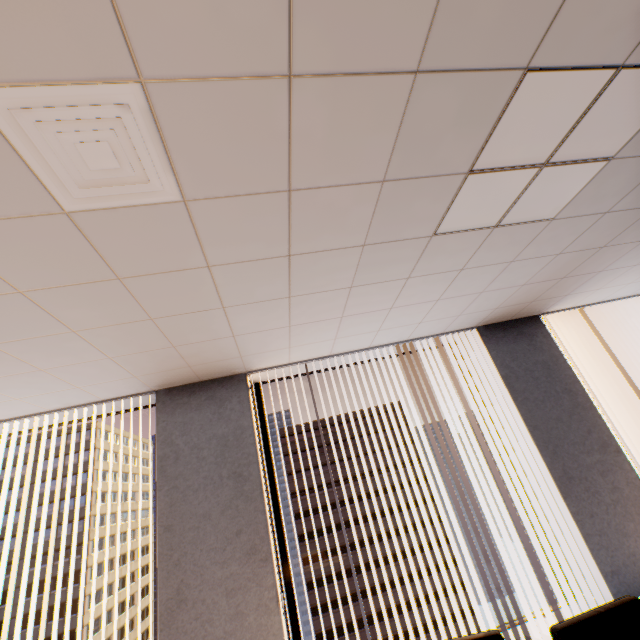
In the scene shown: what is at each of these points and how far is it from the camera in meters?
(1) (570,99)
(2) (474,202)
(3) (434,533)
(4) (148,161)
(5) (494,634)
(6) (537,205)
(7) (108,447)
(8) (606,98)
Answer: (1) light, 1.5
(2) light, 2.0
(3) building, 52.1
(4) ceiling vent, 1.3
(5) chair, 1.5
(6) light, 2.2
(7) building, 59.6
(8) light, 1.6

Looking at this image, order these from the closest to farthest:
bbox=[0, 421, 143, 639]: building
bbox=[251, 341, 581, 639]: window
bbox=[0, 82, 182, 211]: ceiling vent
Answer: bbox=[0, 82, 182, 211]: ceiling vent, bbox=[251, 341, 581, 639]: window, bbox=[0, 421, 143, 639]: building

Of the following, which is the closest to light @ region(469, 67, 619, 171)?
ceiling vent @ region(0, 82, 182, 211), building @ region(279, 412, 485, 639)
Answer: ceiling vent @ region(0, 82, 182, 211)

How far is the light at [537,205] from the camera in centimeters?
195cm

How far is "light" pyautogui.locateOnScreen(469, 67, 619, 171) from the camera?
1.4 meters

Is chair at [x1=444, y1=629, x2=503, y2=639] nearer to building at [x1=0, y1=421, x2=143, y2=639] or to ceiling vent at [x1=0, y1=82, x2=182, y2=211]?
ceiling vent at [x1=0, y1=82, x2=182, y2=211]

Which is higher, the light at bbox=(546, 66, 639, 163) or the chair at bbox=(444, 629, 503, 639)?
the light at bbox=(546, 66, 639, 163)

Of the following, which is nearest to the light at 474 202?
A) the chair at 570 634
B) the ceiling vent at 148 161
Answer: the ceiling vent at 148 161
